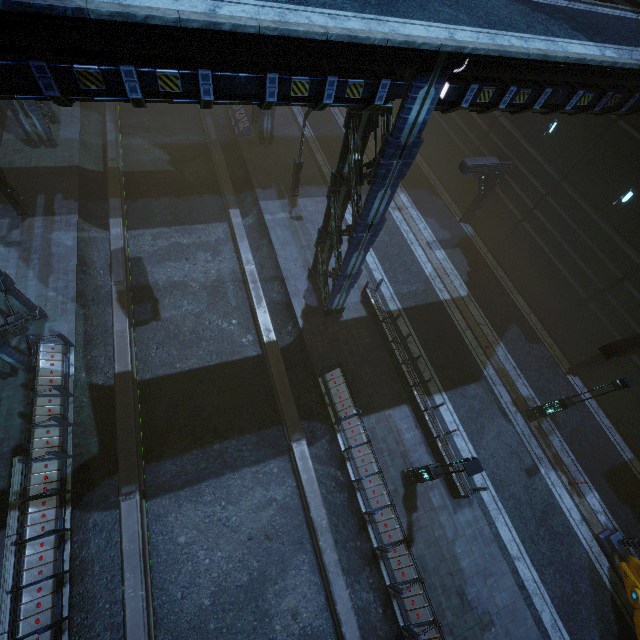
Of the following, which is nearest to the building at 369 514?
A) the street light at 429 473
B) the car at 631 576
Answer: the street light at 429 473

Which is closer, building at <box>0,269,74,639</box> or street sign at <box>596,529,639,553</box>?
building at <box>0,269,74,639</box>

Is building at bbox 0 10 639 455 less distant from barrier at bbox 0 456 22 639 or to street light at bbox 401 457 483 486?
barrier at bbox 0 456 22 639

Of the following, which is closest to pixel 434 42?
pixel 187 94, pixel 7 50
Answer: pixel 187 94

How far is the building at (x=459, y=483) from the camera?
12.97m

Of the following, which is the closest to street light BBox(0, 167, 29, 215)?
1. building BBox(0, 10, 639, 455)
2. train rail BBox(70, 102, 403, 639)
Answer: train rail BBox(70, 102, 403, 639)

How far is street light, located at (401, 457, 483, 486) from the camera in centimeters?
880cm

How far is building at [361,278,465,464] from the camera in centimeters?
1420cm
